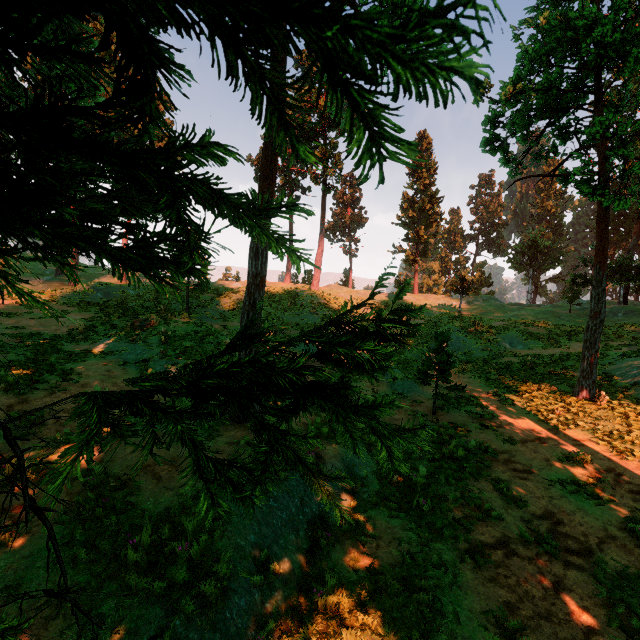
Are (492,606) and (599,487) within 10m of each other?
yes

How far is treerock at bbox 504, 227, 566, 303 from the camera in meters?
46.8

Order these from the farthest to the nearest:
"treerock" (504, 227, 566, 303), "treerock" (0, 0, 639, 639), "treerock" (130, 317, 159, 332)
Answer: "treerock" (504, 227, 566, 303), "treerock" (130, 317, 159, 332), "treerock" (0, 0, 639, 639)

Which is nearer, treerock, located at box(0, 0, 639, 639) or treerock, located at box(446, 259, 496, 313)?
treerock, located at box(0, 0, 639, 639)

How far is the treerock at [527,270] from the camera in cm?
4680

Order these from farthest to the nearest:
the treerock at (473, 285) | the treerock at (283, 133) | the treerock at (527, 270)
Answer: the treerock at (527, 270) → the treerock at (473, 285) → the treerock at (283, 133)
